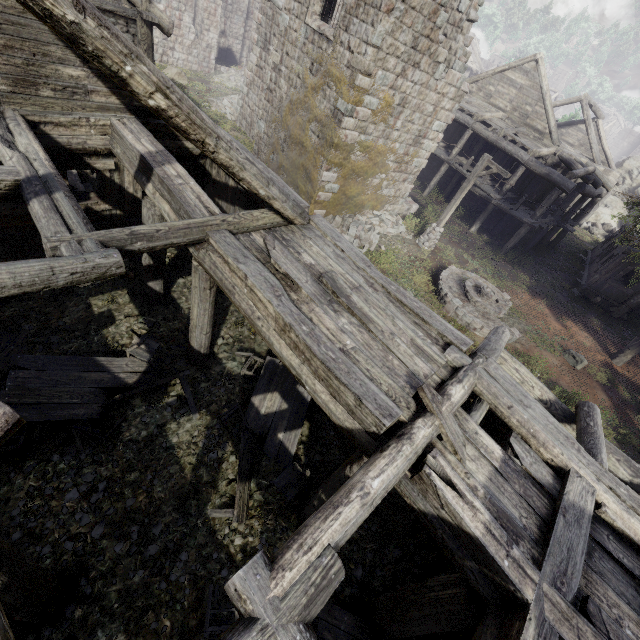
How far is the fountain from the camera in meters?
12.6

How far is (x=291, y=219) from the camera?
6.7 meters

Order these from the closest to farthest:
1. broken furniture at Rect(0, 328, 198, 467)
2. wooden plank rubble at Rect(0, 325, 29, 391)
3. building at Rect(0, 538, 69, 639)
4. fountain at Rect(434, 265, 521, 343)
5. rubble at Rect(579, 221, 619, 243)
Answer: building at Rect(0, 538, 69, 639) → broken furniture at Rect(0, 328, 198, 467) → wooden plank rubble at Rect(0, 325, 29, 391) → fountain at Rect(434, 265, 521, 343) → rubble at Rect(579, 221, 619, 243)

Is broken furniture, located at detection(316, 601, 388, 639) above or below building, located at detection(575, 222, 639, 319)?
below

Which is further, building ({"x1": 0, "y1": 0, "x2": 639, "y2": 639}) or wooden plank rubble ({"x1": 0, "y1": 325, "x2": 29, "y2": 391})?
wooden plank rubble ({"x1": 0, "y1": 325, "x2": 29, "y2": 391})

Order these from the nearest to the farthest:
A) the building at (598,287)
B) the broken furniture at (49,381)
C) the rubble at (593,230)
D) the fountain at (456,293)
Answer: the broken furniture at (49,381)
the fountain at (456,293)
the building at (598,287)
the rubble at (593,230)

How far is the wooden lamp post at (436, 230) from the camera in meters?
13.6 m

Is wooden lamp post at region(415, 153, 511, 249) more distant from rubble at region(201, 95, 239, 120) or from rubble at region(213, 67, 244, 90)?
rubble at region(213, 67, 244, 90)
